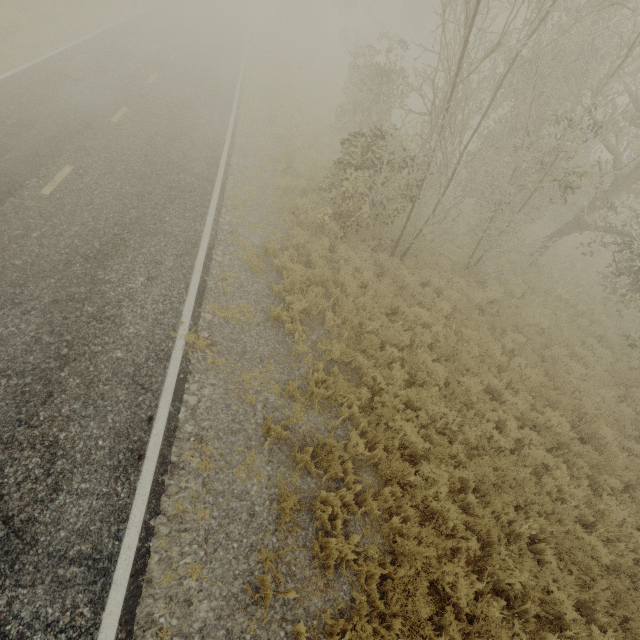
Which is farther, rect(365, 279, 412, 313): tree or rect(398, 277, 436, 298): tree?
rect(398, 277, 436, 298): tree

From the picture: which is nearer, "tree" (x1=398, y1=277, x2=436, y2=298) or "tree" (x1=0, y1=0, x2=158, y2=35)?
"tree" (x1=398, y1=277, x2=436, y2=298)

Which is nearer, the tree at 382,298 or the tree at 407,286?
the tree at 382,298

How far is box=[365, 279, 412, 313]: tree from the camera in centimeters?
872cm

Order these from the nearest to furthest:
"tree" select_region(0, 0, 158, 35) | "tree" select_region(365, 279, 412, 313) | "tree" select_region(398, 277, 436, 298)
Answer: "tree" select_region(365, 279, 412, 313) < "tree" select_region(398, 277, 436, 298) < "tree" select_region(0, 0, 158, 35)

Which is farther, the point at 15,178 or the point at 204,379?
the point at 15,178

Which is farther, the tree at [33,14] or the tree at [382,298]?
the tree at [33,14]
